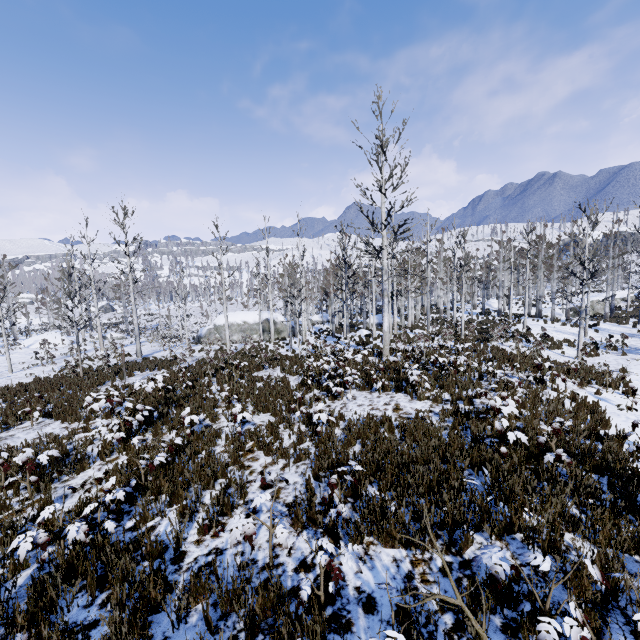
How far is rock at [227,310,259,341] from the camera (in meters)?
34.25

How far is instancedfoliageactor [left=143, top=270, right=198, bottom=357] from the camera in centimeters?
2428cm

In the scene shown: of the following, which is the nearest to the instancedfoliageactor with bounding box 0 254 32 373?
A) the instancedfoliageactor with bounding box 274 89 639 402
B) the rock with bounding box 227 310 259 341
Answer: the rock with bounding box 227 310 259 341

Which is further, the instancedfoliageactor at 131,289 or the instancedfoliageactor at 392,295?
the instancedfoliageactor at 131,289

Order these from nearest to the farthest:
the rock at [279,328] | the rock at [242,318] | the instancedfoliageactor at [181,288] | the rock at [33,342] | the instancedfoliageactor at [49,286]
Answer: the instancedfoliageactor at [49,286]
the instancedfoliageactor at [181,288]
the rock at [33,342]
the rock at [242,318]
the rock at [279,328]

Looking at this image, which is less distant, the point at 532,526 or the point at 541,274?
the point at 532,526

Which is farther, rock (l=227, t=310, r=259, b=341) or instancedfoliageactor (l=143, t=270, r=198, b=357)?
rock (l=227, t=310, r=259, b=341)
